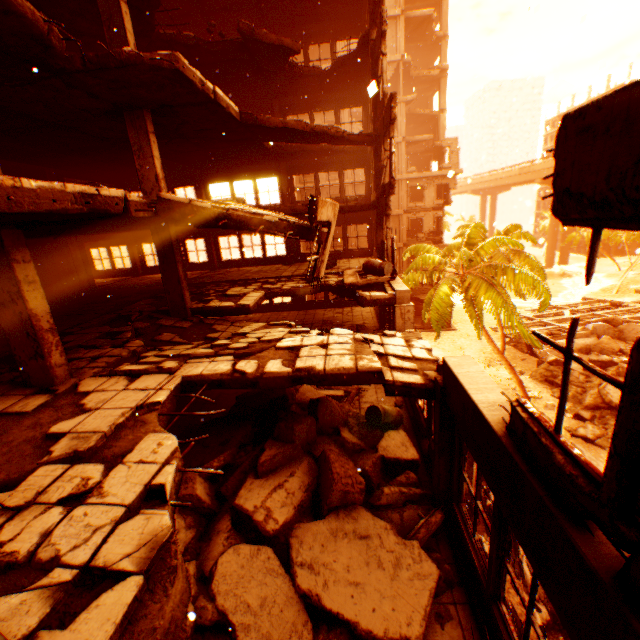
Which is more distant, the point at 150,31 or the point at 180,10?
the point at 150,31

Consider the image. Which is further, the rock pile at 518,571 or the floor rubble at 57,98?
the rock pile at 518,571

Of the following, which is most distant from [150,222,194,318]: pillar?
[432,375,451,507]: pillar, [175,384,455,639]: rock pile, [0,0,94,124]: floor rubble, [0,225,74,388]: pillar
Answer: [432,375,451,507]: pillar

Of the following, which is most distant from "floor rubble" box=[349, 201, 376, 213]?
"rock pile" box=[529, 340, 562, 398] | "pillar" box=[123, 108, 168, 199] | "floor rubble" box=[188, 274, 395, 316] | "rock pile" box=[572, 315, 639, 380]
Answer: "rock pile" box=[572, 315, 639, 380]

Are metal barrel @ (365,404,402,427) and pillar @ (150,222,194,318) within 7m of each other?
yes

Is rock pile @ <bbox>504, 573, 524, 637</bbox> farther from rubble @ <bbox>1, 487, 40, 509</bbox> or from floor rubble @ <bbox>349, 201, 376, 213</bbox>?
rubble @ <bbox>1, 487, 40, 509</bbox>

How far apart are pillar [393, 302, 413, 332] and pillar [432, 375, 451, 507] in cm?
456

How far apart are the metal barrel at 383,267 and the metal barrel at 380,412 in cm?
434
